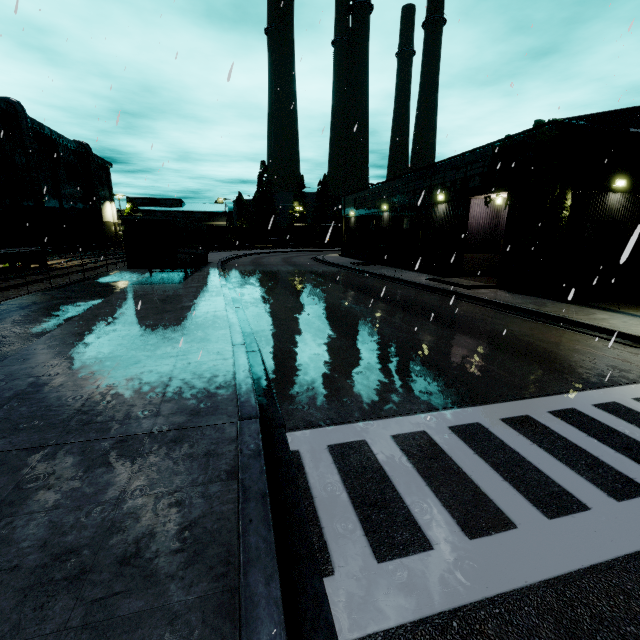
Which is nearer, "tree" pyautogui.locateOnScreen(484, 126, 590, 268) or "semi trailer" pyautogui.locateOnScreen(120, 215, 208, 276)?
"tree" pyautogui.locateOnScreen(484, 126, 590, 268)

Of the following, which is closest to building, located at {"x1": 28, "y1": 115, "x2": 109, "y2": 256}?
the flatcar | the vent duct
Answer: the vent duct

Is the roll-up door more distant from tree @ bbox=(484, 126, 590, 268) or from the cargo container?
the cargo container

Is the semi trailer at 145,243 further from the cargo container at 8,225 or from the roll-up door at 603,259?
the roll-up door at 603,259

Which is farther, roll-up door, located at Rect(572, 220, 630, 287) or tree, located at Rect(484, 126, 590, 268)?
roll-up door, located at Rect(572, 220, 630, 287)

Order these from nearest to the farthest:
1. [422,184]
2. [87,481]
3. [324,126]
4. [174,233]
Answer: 1. [87,481]
2. [324,126]
3. [174,233]
4. [422,184]

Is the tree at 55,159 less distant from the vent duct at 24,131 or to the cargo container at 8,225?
the vent duct at 24,131

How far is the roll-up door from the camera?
16.78m
